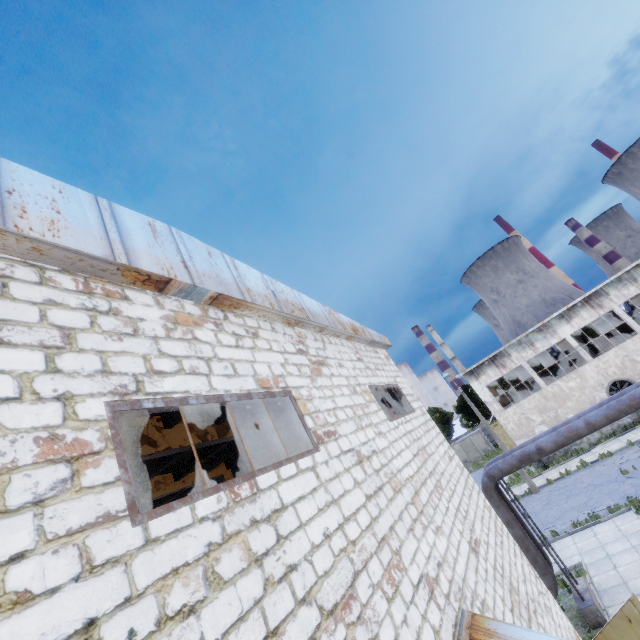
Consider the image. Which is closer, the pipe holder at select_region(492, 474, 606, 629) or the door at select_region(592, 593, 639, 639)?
the door at select_region(592, 593, 639, 639)

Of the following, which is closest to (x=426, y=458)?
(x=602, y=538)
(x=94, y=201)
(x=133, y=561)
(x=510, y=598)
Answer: (x=510, y=598)

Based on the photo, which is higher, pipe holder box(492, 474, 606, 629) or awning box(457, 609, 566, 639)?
awning box(457, 609, 566, 639)

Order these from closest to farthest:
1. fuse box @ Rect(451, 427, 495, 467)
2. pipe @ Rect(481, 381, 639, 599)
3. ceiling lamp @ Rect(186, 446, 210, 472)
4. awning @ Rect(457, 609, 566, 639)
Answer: awning @ Rect(457, 609, 566, 639) < ceiling lamp @ Rect(186, 446, 210, 472) < pipe @ Rect(481, 381, 639, 599) < fuse box @ Rect(451, 427, 495, 467)

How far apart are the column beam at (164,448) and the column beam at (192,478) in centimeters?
411cm

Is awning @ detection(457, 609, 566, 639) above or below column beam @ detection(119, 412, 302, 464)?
below

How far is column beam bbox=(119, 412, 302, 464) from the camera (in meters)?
7.57

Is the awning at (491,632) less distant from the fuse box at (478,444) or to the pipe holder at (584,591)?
the pipe holder at (584,591)
